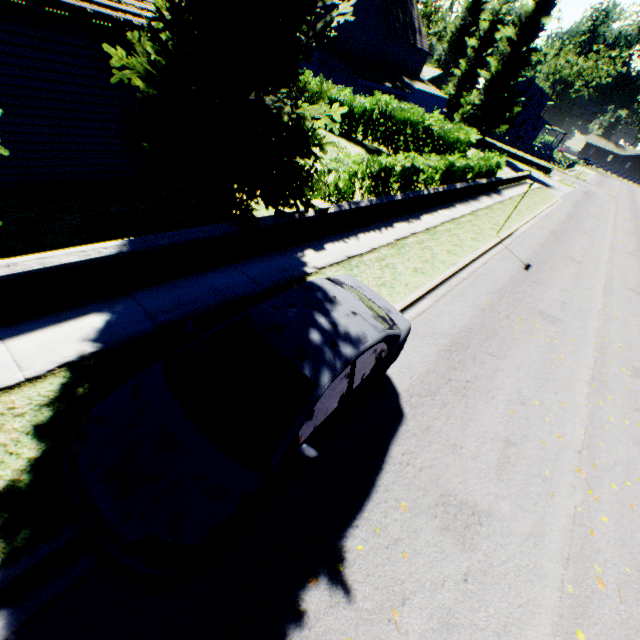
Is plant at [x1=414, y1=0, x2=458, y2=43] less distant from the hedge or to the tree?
the tree

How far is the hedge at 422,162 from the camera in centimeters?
1082cm

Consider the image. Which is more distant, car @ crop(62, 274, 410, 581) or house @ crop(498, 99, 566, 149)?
house @ crop(498, 99, 566, 149)

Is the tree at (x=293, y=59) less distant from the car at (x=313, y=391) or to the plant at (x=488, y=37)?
the plant at (x=488, y=37)

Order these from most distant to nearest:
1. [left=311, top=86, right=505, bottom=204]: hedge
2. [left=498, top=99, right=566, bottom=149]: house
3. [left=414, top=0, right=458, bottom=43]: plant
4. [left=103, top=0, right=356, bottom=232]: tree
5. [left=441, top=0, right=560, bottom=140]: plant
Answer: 1. [left=498, top=99, right=566, bottom=149]: house
2. [left=414, top=0, right=458, bottom=43]: plant
3. [left=441, top=0, right=560, bottom=140]: plant
4. [left=311, top=86, right=505, bottom=204]: hedge
5. [left=103, top=0, right=356, bottom=232]: tree

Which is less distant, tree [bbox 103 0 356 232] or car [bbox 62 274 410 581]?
car [bbox 62 274 410 581]

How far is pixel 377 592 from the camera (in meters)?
3.56

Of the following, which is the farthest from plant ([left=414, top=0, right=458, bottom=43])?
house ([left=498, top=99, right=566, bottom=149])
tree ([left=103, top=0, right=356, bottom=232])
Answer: tree ([left=103, top=0, right=356, bottom=232])
